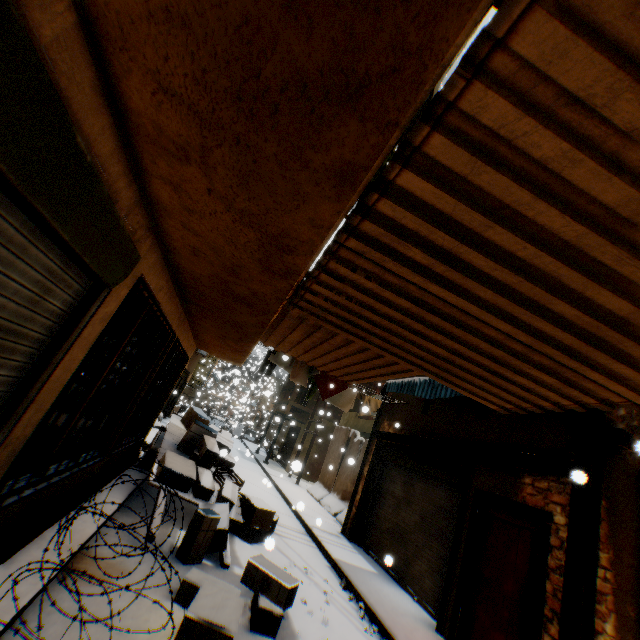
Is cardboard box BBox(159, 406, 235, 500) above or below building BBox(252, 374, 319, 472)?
below

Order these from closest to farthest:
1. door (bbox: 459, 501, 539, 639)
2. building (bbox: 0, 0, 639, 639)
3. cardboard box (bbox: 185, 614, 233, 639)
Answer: building (bbox: 0, 0, 639, 639), cardboard box (bbox: 185, 614, 233, 639), door (bbox: 459, 501, 539, 639)

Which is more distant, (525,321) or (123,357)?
(123,357)

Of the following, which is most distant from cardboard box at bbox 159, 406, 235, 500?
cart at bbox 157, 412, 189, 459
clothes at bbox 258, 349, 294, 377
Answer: clothes at bbox 258, 349, 294, 377

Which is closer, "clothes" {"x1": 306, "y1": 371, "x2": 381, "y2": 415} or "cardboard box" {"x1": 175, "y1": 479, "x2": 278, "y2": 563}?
"cardboard box" {"x1": 175, "y1": 479, "x2": 278, "y2": 563}

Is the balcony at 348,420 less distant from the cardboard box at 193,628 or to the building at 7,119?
the building at 7,119

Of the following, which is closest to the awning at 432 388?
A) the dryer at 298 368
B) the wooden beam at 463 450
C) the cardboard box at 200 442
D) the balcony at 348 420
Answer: the wooden beam at 463 450

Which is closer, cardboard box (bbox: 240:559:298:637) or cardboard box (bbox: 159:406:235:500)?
cardboard box (bbox: 240:559:298:637)
